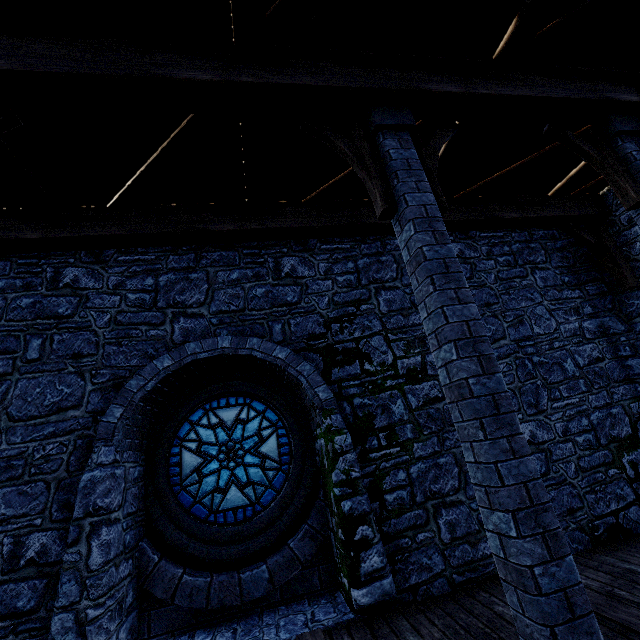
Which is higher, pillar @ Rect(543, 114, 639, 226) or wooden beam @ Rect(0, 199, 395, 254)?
wooden beam @ Rect(0, 199, 395, 254)

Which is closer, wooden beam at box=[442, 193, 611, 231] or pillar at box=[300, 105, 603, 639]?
pillar at box=[300, 105, 603, 639]

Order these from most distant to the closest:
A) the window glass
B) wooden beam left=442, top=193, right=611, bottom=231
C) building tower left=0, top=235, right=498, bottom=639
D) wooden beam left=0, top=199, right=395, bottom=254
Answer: wooden beam left=442, top=193, right=611, bottom=231 < the window glass < wooden beam left=0, top=199, right=395, bottom=254 < building tower left=0, top=235, right=498, bottom=639

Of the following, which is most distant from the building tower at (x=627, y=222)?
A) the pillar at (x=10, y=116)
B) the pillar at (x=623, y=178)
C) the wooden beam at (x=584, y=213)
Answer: the pillar at (x=10, y=116)

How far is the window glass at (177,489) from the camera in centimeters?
521cm

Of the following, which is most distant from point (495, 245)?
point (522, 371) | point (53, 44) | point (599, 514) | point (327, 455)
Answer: point (53, 44)

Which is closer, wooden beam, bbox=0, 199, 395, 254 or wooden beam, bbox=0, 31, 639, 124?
wooden beam, bbox=0, 31, 639, 124

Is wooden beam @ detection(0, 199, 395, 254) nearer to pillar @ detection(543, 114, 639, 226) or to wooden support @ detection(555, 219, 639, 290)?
wooden support @ detection(555, 219, 639, 290)
